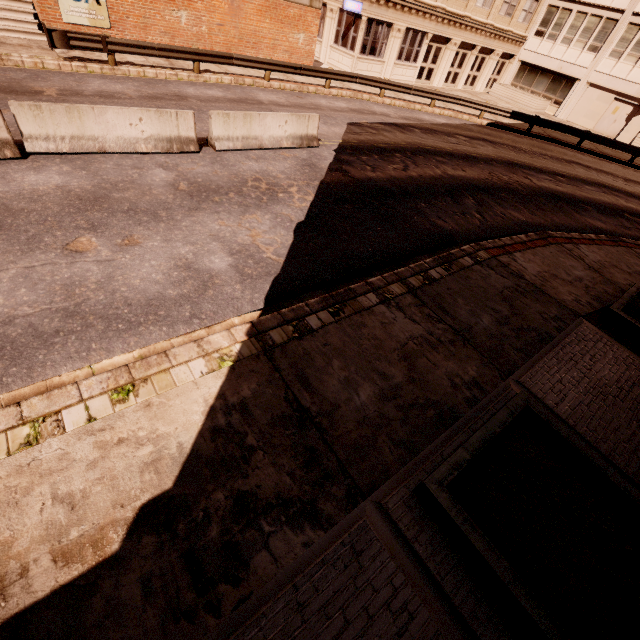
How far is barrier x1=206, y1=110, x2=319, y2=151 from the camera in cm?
970

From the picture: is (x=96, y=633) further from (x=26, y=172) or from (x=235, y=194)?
(x=26, y=172)

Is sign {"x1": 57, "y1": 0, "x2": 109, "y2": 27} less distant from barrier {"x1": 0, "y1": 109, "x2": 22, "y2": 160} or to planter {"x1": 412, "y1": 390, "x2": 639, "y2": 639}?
barrier {"x1": 0, "y1": 109, "x2": 22, "y2": 160}

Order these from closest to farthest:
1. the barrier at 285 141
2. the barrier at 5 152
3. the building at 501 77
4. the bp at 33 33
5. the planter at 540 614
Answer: the planter at 540 614
the barrier at 5 152
the barrier at 285 141
the bp at 33 33
the building at 501 77

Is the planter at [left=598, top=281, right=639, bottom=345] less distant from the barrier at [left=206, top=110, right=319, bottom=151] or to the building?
the barrier at [left=206, top=110, right=319, bottom=151]

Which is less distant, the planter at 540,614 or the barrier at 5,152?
the planter at 540,614

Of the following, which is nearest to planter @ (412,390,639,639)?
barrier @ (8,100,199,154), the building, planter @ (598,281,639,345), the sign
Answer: planter @ (598,281,639,345)

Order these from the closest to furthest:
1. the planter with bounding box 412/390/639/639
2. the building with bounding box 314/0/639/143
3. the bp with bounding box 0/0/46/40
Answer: the planter with bounding box 412/390/639/639
the bp with bounding box 0/0/46/40
the building with bounding box 314/0/639/143
